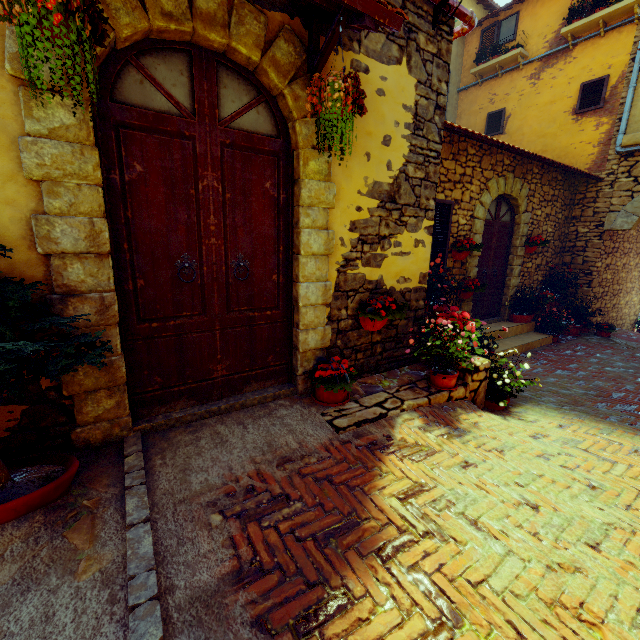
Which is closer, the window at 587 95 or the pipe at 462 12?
the pipe at 462 12

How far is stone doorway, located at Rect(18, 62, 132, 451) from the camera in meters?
1.9 m

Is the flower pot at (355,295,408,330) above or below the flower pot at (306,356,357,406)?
above

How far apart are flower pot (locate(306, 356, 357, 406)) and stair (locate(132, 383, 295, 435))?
0.1 meters

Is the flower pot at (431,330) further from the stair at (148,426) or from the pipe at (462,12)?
the pipe at (462,12)

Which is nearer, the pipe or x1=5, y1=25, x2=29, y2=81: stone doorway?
x1=5, y1=25, x2=29, y2=81: stone doorway

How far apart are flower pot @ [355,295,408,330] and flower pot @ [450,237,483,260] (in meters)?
Result: 2.96

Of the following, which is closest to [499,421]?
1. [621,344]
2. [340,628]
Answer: [340,628]
